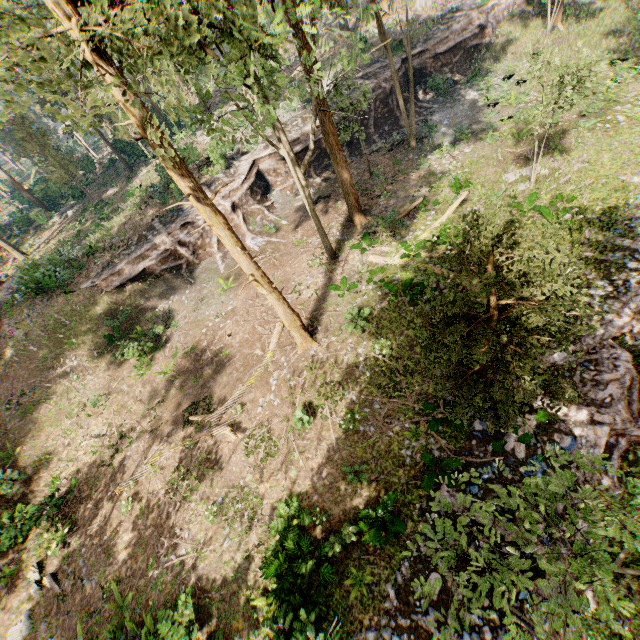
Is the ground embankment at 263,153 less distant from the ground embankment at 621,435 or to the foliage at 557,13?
the foliage at 557,13

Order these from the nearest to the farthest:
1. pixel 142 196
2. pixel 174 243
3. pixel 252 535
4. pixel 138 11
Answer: pixel 138 11, pixel 252 535, pixel 174 243, pixel 142 196

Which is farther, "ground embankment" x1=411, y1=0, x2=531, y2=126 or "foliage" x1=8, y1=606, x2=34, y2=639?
"ground embankment" x1=411, y1=0, x2=531, y2=126

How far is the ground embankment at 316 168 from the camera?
Answer: 26.3 meters

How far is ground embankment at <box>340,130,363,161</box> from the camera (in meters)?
26.93

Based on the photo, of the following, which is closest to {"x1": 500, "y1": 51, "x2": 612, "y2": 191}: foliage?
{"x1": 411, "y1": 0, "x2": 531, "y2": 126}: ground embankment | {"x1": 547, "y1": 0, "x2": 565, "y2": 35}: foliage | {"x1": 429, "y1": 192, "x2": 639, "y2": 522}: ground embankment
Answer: {"x1": 429, "y1": 192, "x2": 639, "y2": 522}: ground embankment

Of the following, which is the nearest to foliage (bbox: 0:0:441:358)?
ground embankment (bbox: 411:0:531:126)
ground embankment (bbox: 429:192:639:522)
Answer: ground embankment (bbox: 429:192:639:522)
